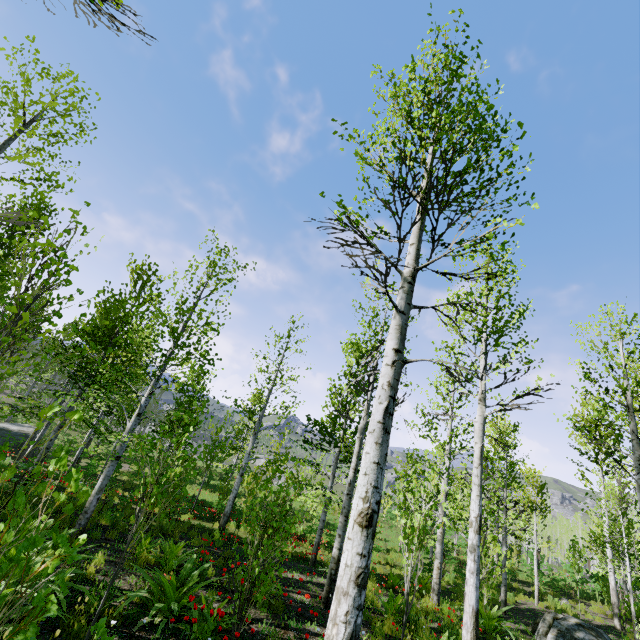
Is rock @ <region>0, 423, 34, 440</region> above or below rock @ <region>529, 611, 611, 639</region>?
below

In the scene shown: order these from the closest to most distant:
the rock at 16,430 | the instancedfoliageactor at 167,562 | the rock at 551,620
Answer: the instancedfoliageactor at 167,562 → the rock at 551,620 → the rock at 16,430

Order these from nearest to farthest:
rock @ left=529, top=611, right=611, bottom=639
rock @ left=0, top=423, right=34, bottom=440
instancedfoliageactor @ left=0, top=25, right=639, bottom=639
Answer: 1. instancedfoliageactor @ left=0, top=25, right=639, bottom=639
2. rock @ left=529, top=611, right=611, bottom=639
3. rock @ left=0, top=423, right=34, bottom=440

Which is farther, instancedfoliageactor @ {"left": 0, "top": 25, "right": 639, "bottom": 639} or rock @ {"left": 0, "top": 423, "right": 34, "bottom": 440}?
rock @ {"left": 0, "top": 423, "right": 34, "bottom": 440}

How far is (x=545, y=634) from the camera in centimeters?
909cm

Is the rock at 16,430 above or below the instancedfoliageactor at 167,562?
below

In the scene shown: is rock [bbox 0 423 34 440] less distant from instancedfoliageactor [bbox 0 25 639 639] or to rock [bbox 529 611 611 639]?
instancedfoliageactor [bbox 0 25 639 639]
